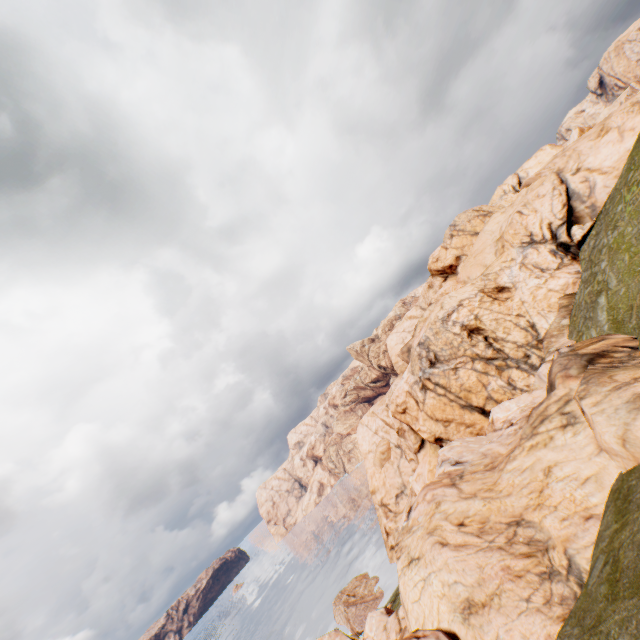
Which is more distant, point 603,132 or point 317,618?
point 317,618
